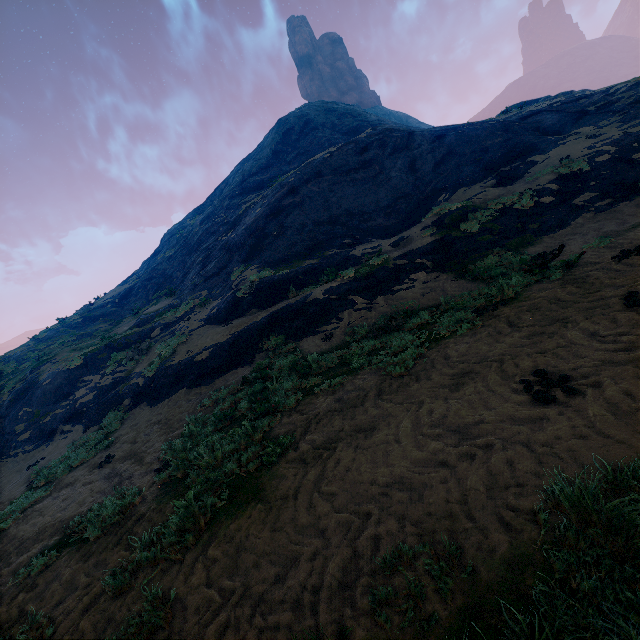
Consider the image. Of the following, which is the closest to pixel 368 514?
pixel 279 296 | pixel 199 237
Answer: pixel 279 296
